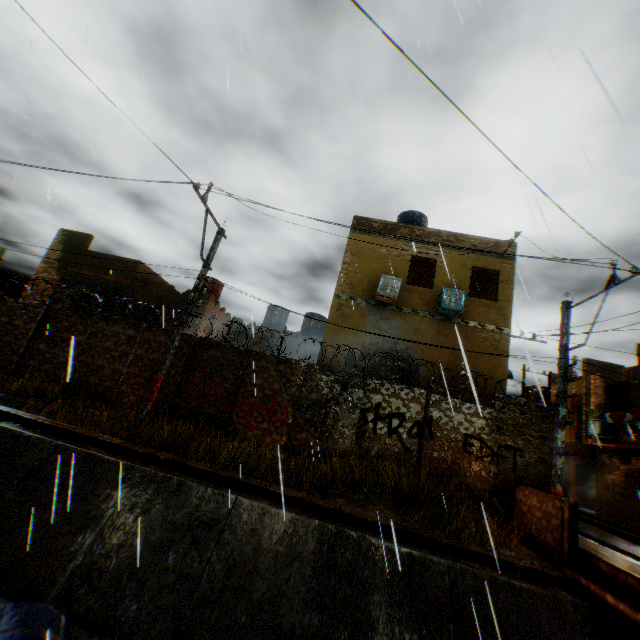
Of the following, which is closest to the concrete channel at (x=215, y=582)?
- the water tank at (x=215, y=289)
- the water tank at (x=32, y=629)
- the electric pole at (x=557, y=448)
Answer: the water tank at (x=32, y=629)

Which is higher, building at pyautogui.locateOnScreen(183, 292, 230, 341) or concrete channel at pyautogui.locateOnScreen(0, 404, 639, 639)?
building at pyautogui.locateOnScreen(183, 292, 230, 341)

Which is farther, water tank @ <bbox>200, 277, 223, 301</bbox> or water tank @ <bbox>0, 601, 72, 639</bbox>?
water tank @ <bbox>200, 277, 223, 301</bbox>

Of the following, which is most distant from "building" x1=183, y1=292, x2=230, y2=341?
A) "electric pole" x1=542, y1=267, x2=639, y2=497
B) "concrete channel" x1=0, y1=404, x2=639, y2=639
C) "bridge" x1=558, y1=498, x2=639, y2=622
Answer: "electric pole" x1=542, y1=267, x2=639, y2=497

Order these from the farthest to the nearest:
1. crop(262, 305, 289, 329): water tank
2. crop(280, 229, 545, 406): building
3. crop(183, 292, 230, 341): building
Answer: crop(262, 305, 289, 329): water tank → crop(183, 292, 230, 341): building → crop(280, 229, 545, 406): building

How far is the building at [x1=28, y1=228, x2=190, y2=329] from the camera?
17.09m

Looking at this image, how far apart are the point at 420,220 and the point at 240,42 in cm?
1042

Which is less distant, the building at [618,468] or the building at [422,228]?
the building at [422,228]
